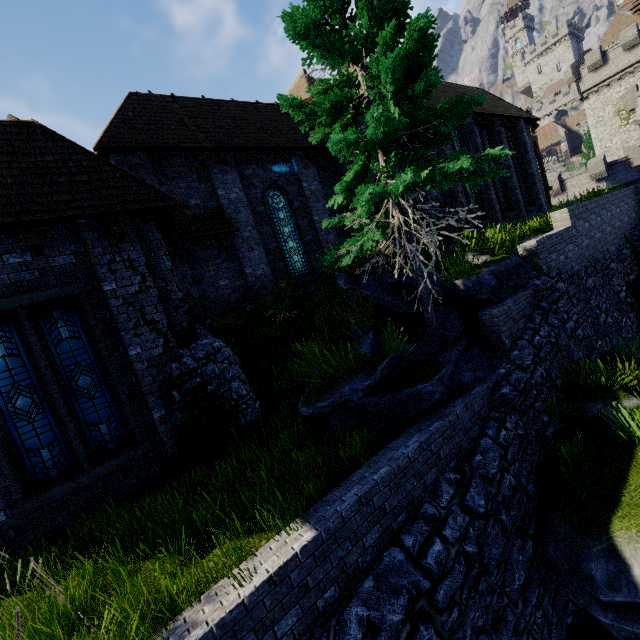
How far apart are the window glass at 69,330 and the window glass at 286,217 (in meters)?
7.66

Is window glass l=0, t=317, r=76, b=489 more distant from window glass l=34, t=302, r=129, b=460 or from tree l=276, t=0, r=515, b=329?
tree l=276, t=0, r=515, b=329

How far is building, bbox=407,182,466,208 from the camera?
13.7m

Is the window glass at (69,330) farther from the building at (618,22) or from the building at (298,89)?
the building at (618,22)

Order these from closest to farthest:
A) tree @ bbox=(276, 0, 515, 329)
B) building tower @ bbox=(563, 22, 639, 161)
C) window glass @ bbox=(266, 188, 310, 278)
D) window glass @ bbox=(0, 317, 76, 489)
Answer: tree @ bbox=(276, 0, 515, 329) → window glass @ bbox=(0, 317, 76, 489) → window glass @ bbox=(266, 188, 310, 278) → building tower @ bbox=(563, 22, 639, 161)

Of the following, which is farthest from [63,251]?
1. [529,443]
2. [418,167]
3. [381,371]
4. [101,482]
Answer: [529,443]

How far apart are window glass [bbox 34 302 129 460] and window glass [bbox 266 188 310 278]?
7.7m

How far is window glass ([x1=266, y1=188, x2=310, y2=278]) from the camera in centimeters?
1313cm
